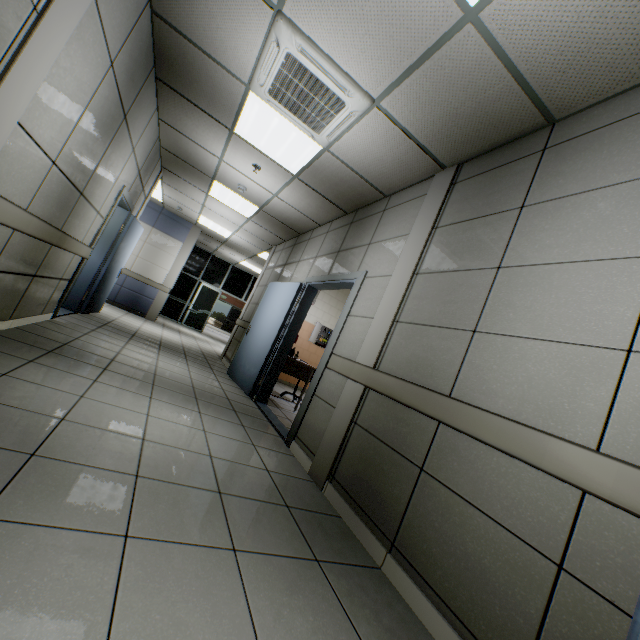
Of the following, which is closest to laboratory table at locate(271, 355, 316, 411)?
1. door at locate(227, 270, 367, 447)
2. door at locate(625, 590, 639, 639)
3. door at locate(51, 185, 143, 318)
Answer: door at locate(227, 270, 367, 447)

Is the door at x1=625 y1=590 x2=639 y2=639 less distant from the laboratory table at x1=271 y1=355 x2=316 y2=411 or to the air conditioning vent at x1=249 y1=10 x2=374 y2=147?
the air conditioning vent at x1=249 y1=10 x2=374 y2=147

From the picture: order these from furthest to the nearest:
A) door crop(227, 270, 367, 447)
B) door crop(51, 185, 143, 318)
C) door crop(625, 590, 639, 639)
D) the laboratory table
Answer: the laboratory table → door crop(51, 185, 143, 318) → door crop(227, 270, 367, 447) → door crop(625, 590, 639, 639)

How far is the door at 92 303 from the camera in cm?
477

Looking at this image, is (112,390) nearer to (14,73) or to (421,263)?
(14,73)

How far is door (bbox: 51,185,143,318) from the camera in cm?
477

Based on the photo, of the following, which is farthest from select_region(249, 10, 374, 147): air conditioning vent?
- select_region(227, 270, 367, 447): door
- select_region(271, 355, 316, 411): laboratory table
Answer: select_region(271, 355, 316, 411): laboratory table

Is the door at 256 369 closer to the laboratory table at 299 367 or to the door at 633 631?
the laboratory table at 299 367
